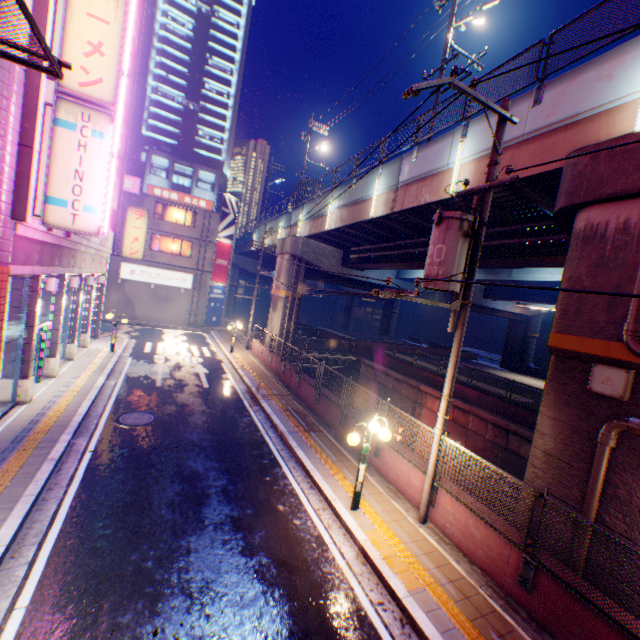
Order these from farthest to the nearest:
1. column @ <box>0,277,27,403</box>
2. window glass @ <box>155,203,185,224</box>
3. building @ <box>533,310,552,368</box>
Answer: building @ <box>533,310,552,368</box>
window glass @ <box>155,203,185,224</box>
column @ <box>0,277,27,403</box>

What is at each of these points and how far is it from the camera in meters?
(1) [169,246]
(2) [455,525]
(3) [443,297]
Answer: (1) window glass, 31.4
(2) concrete block, 7.2
(3) overpass support, 32.3

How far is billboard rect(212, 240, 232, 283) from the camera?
33.31m

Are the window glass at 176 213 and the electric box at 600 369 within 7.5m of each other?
no

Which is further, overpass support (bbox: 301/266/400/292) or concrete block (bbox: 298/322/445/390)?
overpass support (bbox: 301/266/400/292)

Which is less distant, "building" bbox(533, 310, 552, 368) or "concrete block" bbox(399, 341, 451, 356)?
"concrete block" bbox(399, 341, 451, 356)

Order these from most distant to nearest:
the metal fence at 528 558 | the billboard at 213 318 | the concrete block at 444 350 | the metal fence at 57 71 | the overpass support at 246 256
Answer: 1. the overpass support at 246 256
2. the concrete block at 444 350
3. the billboard at 213 318
4. the metal fence at 528 558
5. the metal fence at 57 71

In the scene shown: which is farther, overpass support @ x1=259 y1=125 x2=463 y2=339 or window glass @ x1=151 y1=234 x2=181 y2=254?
window glass @ x1=151 y1=234 x2=181 y2=254
